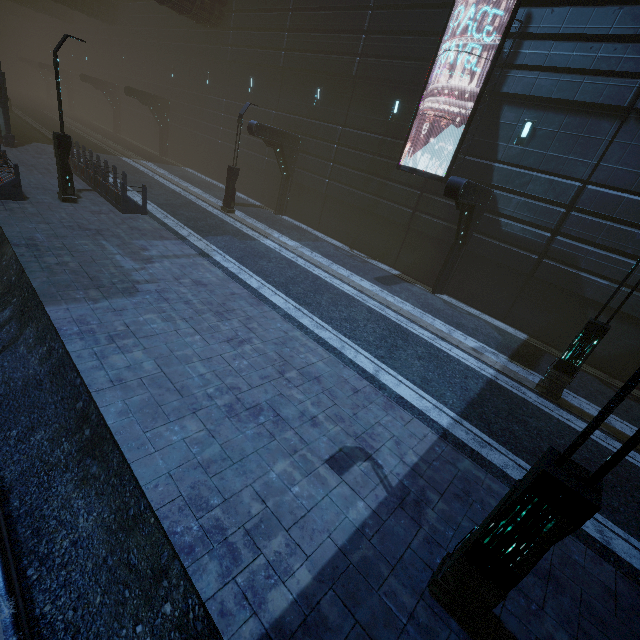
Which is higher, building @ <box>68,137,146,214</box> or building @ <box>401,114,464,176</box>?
building @ <box>401,114,464,176</box>

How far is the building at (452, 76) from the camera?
13.26m

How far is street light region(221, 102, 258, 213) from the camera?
16.53m

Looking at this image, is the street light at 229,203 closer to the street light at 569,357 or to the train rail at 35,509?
the train rail at 35,509

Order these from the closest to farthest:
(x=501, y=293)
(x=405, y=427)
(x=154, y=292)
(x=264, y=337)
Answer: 1. (x=405, y=427)
2. (x=264, y=337)
3. (x=154, y=292)
4. (x=501, y=293)

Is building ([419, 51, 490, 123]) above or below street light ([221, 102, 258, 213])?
above

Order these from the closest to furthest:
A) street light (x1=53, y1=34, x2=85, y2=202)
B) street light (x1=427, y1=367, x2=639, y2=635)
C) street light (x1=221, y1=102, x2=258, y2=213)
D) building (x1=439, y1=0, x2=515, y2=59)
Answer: street light (x1=427, y1=367, x2=639, y2=635)
street light (x1=53, y1=34, x2=85, y2=202)
building (x1=439, y1=0, x2=515, y2=59)
street light (x1=221, y1=102, x2=258, y2=213)

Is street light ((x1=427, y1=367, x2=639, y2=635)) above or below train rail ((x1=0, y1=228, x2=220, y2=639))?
above
